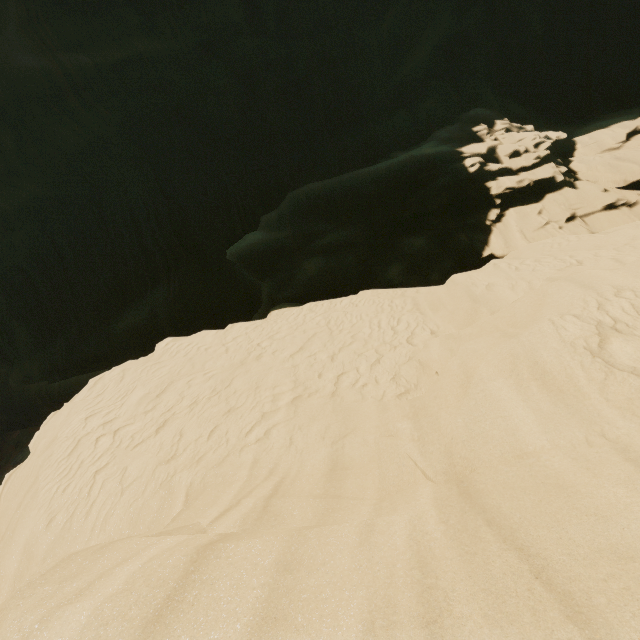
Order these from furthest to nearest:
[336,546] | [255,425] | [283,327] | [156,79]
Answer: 1. [156,79]
2. [283,327]
3. [255,425]
4. [336,546]
